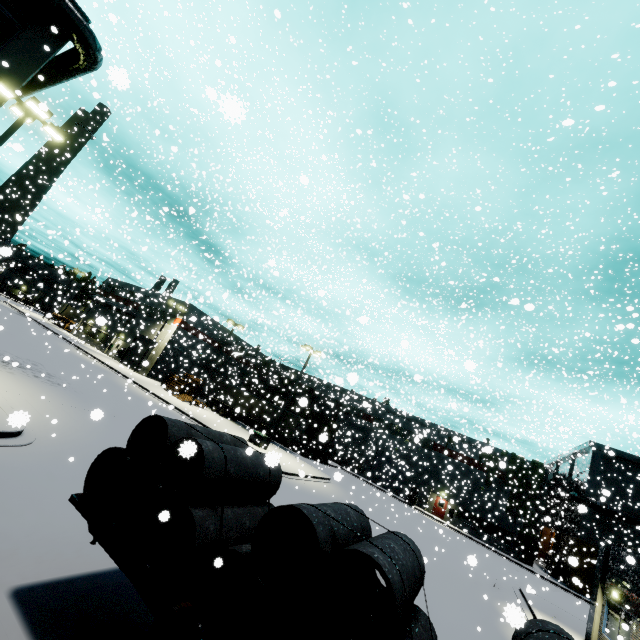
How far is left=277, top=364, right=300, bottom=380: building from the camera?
40.8 meters

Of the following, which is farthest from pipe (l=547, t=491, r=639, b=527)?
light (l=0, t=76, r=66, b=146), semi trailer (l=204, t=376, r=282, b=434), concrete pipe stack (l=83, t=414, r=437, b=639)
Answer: light (l=0, t=76, r=66, b=146)

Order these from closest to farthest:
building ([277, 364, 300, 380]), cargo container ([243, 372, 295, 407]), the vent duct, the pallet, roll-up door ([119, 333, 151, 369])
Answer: the vent duct → the pallet → cargo container ([243, 372, 295, 407]) → building ([277, 364, 300, 380]) → roll-up door ([119, 333, 151, 369])

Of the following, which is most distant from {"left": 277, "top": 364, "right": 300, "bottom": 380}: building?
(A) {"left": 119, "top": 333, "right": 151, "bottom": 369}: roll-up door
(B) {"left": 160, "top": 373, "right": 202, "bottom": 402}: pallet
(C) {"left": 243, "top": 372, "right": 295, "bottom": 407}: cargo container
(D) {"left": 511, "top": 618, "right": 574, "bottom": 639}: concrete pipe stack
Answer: (D) {"left": 511, "top": 618, "right": 574, "bottom": 639}: concrete pipe stack

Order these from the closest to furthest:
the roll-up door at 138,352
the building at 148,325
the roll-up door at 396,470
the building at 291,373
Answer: the roll-up door at 396,470 → the building at 148,325 → the building at 291,373 → the roll-up door at 138,352

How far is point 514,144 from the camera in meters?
33.0

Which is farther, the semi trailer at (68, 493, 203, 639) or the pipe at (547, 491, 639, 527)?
the pipe at (547, 491, 639, 527)

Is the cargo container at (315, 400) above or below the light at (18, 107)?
below
